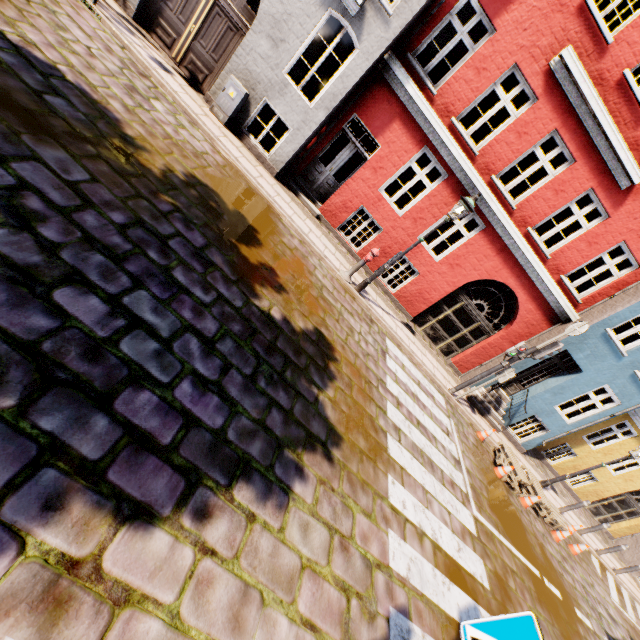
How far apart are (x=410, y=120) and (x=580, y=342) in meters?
8.8

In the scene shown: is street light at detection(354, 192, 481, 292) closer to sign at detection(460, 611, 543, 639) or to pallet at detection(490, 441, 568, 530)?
pallet at detection(490, 441, 568, 530)

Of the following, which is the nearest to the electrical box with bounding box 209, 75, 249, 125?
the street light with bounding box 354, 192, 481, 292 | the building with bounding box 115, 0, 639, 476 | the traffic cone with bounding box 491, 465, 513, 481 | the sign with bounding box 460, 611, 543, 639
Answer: the building with bounding box 115, 0, 639, 476

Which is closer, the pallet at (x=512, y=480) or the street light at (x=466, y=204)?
the street light at (x=466, y=204)

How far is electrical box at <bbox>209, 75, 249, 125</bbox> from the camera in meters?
8.5 m

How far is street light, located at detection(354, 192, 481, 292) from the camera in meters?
7.6 m

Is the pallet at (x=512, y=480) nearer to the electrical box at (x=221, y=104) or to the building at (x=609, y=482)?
the building at (x=609, y=482)

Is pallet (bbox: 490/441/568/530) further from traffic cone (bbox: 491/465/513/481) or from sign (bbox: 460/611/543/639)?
sign (bbox: 460/611/543/639)
